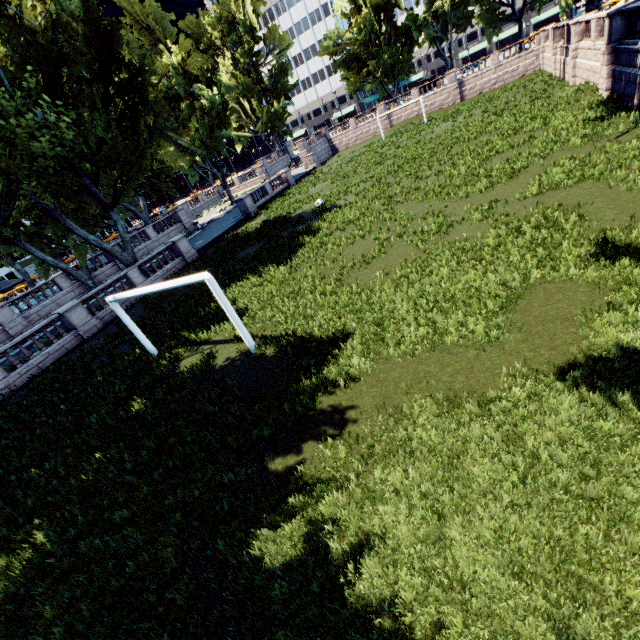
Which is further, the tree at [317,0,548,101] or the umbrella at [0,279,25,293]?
the tree at [317,0,548,101]

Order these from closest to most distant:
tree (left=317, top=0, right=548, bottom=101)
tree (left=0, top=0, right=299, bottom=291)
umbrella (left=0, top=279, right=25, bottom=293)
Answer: tree (left=0, top=0, right=299, bottom=291)
umbrella (left=0, top=279, right=25, bottom=293)
tree (left=317, top=0, right=548, bottom=101)

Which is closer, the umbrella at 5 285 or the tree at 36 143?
the tree at 36 143

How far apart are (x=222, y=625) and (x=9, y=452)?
11.80m

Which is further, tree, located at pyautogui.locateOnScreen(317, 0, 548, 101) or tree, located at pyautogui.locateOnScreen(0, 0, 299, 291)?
tree, located at pyautogui.locateOnScreen(317, 0, 548, 101)

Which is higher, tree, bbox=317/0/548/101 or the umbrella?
tree, bbox=317/0/548/101

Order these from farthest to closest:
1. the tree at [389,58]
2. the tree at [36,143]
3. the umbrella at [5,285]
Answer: the tree at [389,58], the umbrella at [5,285], the tree at [36,143]
